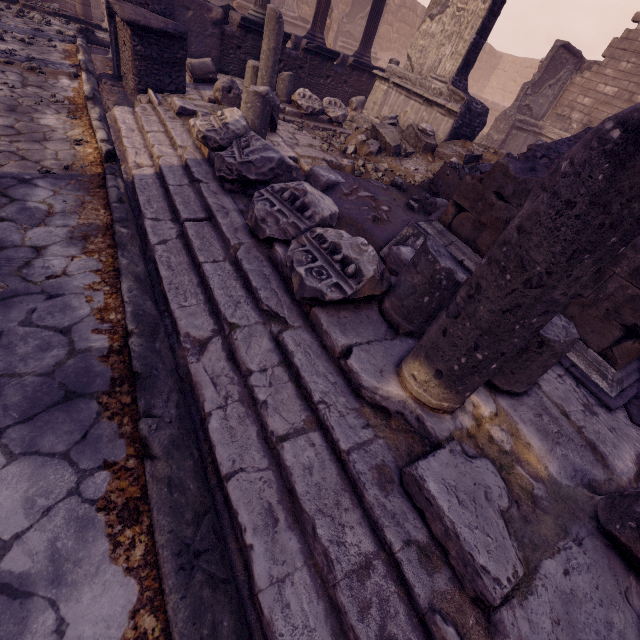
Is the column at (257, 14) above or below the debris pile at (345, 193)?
above

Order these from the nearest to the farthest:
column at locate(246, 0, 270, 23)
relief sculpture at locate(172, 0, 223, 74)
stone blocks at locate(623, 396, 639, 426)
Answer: stone blocks at locate(623, 396, 639, 426)
relief sculpture at locate(172, 0, 223, 74)
column at locate(246, 0, 270, 23)

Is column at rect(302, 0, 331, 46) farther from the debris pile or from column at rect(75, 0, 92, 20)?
column at rect(75, 0, 92, 20)

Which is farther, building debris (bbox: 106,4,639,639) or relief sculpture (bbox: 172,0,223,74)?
relief sculpture (bbox: 172,0,223,74)

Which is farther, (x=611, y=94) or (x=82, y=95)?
(x=611, y=94)

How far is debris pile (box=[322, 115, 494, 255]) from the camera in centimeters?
446cm

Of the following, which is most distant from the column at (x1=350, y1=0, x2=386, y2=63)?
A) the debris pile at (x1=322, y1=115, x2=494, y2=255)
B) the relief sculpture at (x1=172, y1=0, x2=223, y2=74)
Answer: the debris pile at (x1=322, y1=115, x2=494, y2=255)

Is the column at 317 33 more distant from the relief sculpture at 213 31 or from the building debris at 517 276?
the building debris at 517 276
